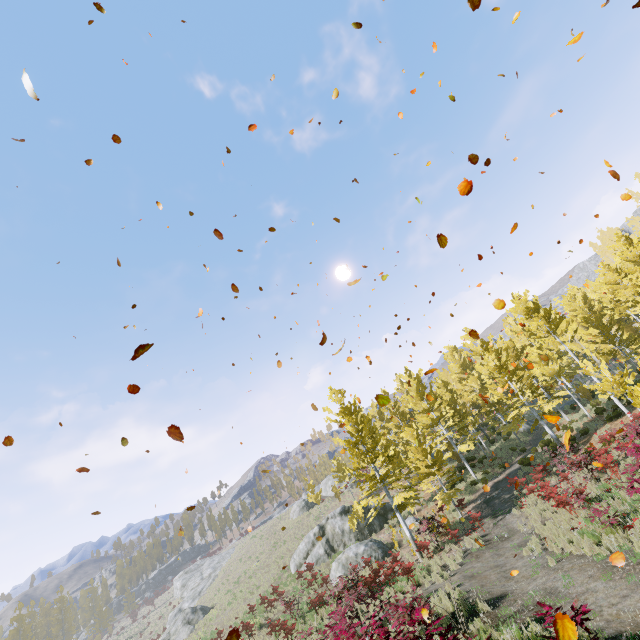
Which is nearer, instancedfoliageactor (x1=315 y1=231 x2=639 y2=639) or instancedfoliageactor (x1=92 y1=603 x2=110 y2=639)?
instancedfoliageactor (x1=315 y1=231 x2=639 y2=639)

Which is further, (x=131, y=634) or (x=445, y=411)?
(x=131, y=634)

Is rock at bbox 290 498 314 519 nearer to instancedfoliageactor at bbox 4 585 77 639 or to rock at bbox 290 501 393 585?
instancedfoliageactor at bbox 4 585 77 639

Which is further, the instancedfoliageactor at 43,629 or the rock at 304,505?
the instancedfoliageactor at 43,629

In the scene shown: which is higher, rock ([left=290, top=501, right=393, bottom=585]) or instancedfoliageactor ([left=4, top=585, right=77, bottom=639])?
instancedfoliageactor ([left=4, top=585, right=77, bottom=639])

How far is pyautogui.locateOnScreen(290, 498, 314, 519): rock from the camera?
44.58m

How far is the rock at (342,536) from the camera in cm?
2139

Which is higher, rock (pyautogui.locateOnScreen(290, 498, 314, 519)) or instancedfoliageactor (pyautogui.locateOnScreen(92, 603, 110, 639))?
instancedfoliageactor (pyautogui.locateOnScreen(92, 603, 110, 639))
